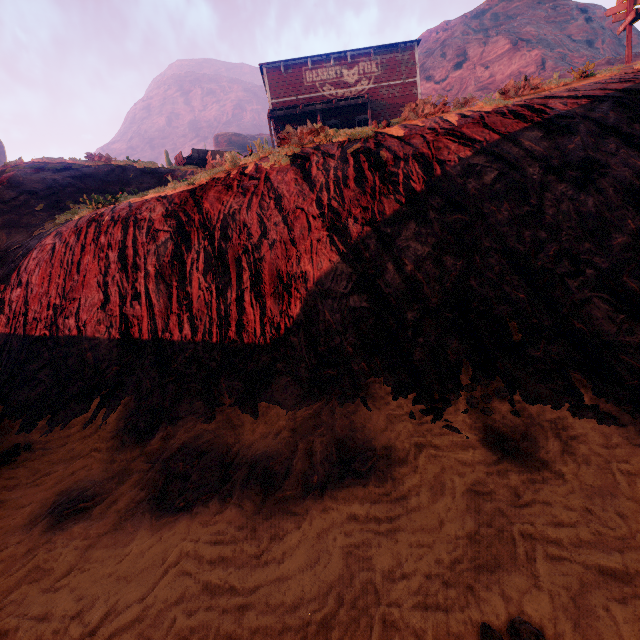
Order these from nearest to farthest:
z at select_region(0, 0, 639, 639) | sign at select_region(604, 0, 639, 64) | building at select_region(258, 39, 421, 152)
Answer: z at select_region(0, 0, 639, 639), building at select_region(258, 39, 421, 152), sign at select_region(604, 0, 639, 64)

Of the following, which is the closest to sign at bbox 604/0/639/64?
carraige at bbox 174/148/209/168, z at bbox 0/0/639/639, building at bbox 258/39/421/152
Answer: z at bbox 0/0/639/639

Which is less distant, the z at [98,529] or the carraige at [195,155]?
the z at [98,529]

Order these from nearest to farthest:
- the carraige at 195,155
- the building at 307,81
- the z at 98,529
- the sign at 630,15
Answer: the z at 98,529
the building at 307,81
the sign at 630,15
the carraige at 195,155

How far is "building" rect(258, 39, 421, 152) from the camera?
9.2m

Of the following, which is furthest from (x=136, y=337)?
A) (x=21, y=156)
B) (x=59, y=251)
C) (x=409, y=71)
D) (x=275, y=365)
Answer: (x=409, y=71)

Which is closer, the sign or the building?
the building
